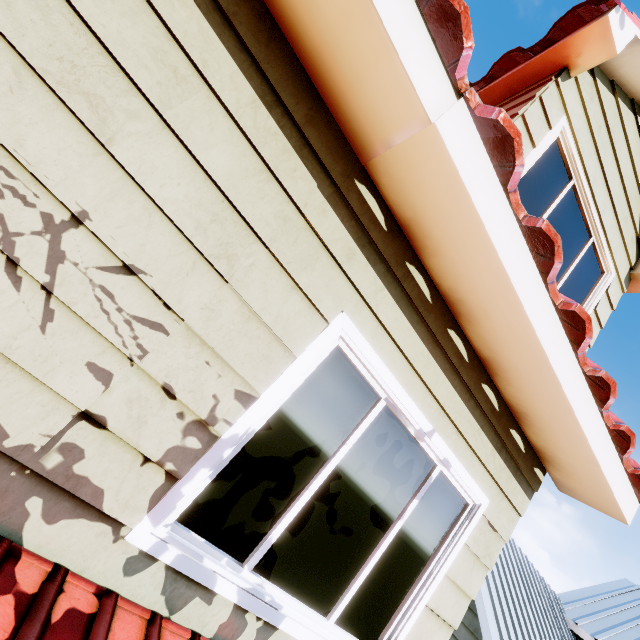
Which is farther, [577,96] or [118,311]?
[577,96]
